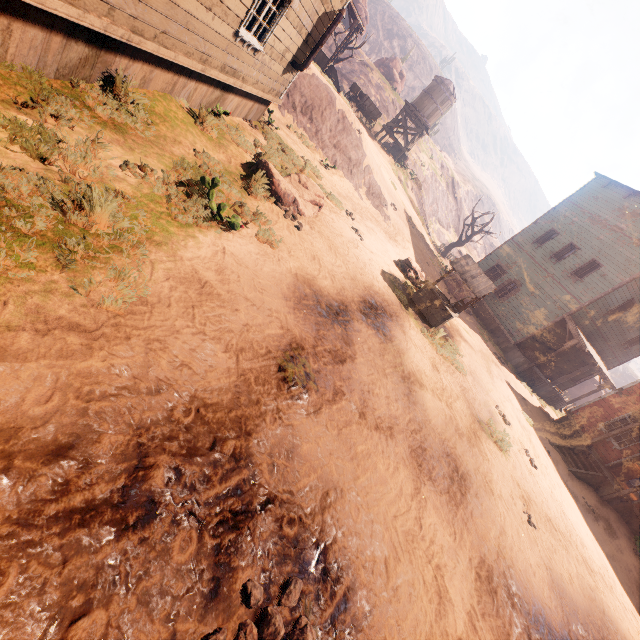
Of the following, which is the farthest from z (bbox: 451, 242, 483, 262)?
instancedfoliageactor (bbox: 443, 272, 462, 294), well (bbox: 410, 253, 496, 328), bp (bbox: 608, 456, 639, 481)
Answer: bp (bbox: 608, 456, 639, 481)

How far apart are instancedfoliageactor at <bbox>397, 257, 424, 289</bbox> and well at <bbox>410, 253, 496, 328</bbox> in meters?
0.8 m

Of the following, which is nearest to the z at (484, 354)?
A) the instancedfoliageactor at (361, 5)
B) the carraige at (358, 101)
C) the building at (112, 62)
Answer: the building at (112, 62)

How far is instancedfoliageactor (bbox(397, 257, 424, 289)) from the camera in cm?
1321

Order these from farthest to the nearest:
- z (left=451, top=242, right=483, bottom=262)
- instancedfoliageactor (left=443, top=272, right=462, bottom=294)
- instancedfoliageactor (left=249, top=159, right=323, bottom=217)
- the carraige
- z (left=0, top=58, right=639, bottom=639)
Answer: z (left=451, top=242, right=483, bottom=262)
the carraige
instancedfoliageactor (left=443, top=272, right=462, bottom=294)
instancedfoliageactor (left=249, top=159, right=323, bottom=217)
z (left=0, top=58, right=639, bottom=639)

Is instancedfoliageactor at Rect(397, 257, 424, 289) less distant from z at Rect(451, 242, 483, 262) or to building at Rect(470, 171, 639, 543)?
building at Rect(470, 171, 639, 543)

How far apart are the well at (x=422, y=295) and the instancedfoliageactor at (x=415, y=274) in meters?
0.8

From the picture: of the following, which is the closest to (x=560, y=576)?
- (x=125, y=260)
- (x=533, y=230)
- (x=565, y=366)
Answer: (x=125, y=260)
